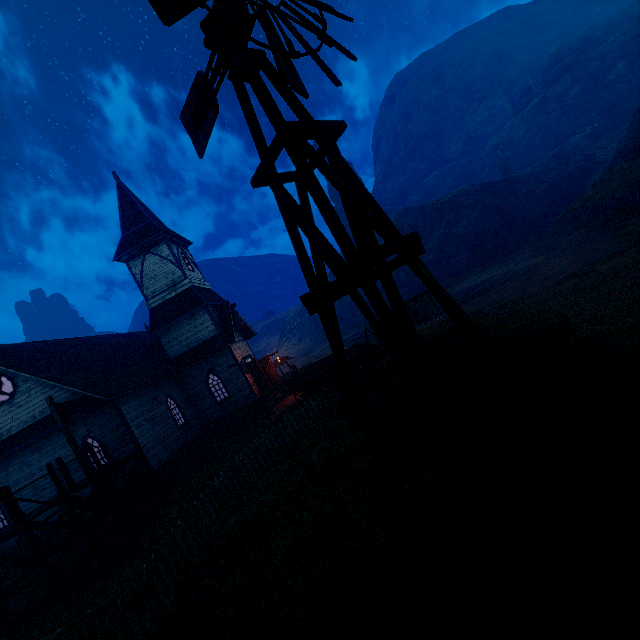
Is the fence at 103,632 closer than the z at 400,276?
Yes

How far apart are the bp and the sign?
9.9m

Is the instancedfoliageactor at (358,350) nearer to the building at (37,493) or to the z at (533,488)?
the z at (533,488)

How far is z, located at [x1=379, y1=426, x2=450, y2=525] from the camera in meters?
5.1

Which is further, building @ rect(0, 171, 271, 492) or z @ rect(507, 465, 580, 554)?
building @ rect(0, 171, 271, 492)

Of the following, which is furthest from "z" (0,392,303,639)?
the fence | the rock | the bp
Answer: the rock

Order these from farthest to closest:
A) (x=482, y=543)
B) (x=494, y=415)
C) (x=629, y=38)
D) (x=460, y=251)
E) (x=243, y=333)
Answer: (x=629, y=38) < (x=460, y=251) < (x=243, y=333) < (x=494, y=415) < (x=482, y=543)

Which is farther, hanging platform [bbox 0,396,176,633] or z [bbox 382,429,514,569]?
hanging platform [bbox 0,396,176,633]
